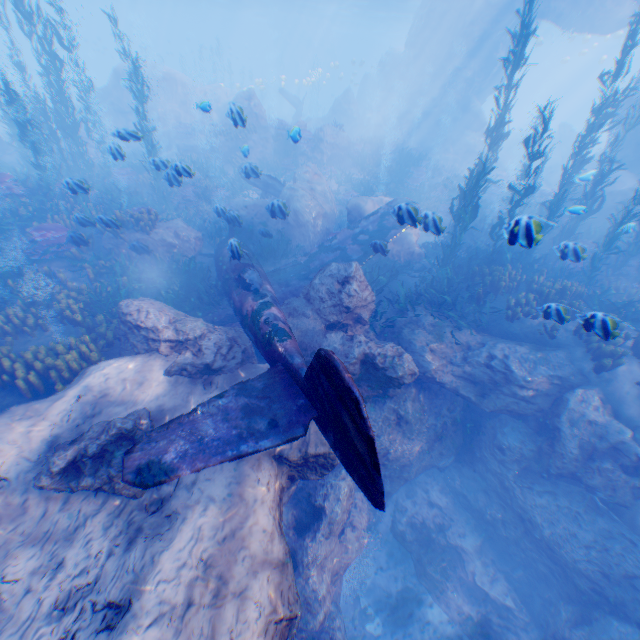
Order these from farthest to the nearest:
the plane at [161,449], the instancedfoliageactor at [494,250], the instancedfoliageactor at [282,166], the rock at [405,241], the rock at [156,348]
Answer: the instancedfoliageactor at [282,166]
the instancedfoliageactor at [494,250]
the rock at [405,241]
the rock at [156,348]
the plane at [161,449]

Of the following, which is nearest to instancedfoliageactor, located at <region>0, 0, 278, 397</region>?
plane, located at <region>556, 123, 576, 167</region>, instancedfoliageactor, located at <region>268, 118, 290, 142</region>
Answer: instancedfoliageactor, located at <region>268, 118, 290, 142</region>

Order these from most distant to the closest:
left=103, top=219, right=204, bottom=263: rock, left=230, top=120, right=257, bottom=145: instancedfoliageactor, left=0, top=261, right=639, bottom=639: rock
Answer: left=103, top=219, right=204, bottom=263: rock < left=230, top=120, right=257, bottom=145: instancedfoliageactor < left=0, top=261, right=639, bottom=639: rock

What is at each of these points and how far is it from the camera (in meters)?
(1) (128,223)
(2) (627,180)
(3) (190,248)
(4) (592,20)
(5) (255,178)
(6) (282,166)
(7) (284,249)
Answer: (1) instancedfoliageactor, 11.47
(2) rock, 16.78
(3) rock, 11.95
(4) rock, 20.03
(5) eel, 11.27
(6) instancedfoliageactor, 20.67
(7) instancedfoliageactor, 12.73

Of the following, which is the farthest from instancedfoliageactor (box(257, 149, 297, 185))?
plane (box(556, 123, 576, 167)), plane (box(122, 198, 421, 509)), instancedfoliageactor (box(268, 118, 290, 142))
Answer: plane (box(556, 123, 576, 167))

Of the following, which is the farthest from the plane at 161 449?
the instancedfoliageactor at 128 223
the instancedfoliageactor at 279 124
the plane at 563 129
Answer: the plane at 563 129

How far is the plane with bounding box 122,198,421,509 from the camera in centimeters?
364cm

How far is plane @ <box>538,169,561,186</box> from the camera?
29.1 meters
